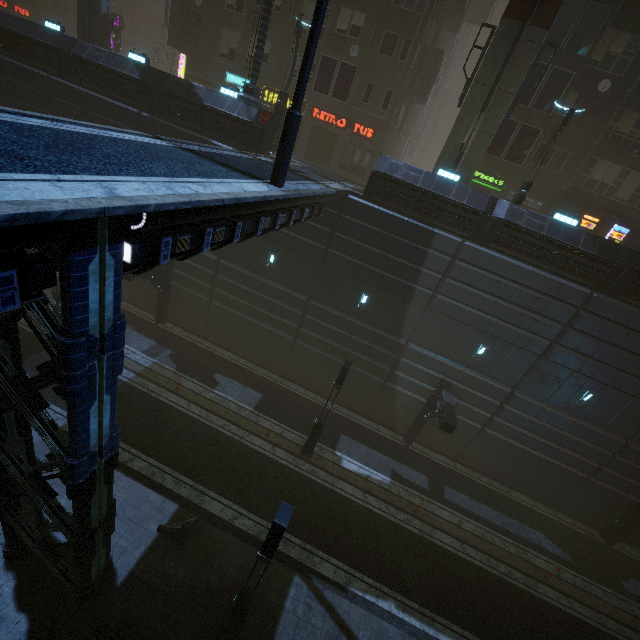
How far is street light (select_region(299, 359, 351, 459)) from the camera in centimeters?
1429cm

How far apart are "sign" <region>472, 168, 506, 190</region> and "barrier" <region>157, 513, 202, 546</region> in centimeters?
2584cm

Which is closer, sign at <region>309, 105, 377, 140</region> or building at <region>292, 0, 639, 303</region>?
building at <region>292, 0, 639, 303</region>

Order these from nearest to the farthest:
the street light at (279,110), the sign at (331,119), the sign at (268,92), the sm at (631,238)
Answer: the sm at (631,238) < the street light at (279,110) < the sign at (331,119) < the sign at (268,92)

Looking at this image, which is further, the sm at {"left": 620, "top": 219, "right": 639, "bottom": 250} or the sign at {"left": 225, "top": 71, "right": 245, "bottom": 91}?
the sign at {"left": 225, "top": 71, "right": 245, "bottom": 91}

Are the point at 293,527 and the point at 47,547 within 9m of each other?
yes

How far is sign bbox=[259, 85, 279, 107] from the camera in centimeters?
2486cm

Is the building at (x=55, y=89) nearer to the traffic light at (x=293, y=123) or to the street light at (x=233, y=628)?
the traffic light at (x=293, y=123)
